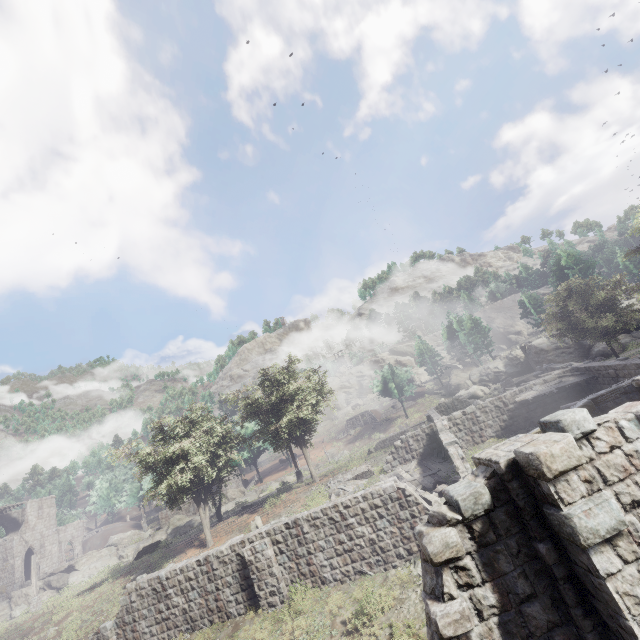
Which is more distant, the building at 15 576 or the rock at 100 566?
the building at 15 576

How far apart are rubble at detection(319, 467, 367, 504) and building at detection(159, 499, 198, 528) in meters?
30.5 m

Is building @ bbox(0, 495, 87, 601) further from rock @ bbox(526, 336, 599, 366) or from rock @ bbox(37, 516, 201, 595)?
rock @ bbox(526, 336, 599, 366)

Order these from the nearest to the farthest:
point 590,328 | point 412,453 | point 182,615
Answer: point 182,615 < point 412,453 < point 590,328

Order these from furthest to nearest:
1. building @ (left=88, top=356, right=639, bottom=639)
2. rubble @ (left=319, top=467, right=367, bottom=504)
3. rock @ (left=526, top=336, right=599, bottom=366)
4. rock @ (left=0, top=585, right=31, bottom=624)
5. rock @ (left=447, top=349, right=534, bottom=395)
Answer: rock @ (left=447, top=349, right=534, bottom=395), rock @ (left=526, top=336, right=599, bottom=366), rock @ (left=0, top=585, right=31, bottom=624), rubble @ (left=319, top=467, right=367, bottom=504), building @ (left=88, top=356, right=639, bottom=639)

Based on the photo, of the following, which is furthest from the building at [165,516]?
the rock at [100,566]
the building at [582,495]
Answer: the building at [582,495]

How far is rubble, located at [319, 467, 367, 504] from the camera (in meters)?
22.43

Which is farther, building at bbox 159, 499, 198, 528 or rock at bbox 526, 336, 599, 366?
building at bbox 159, 499, 198, 528
